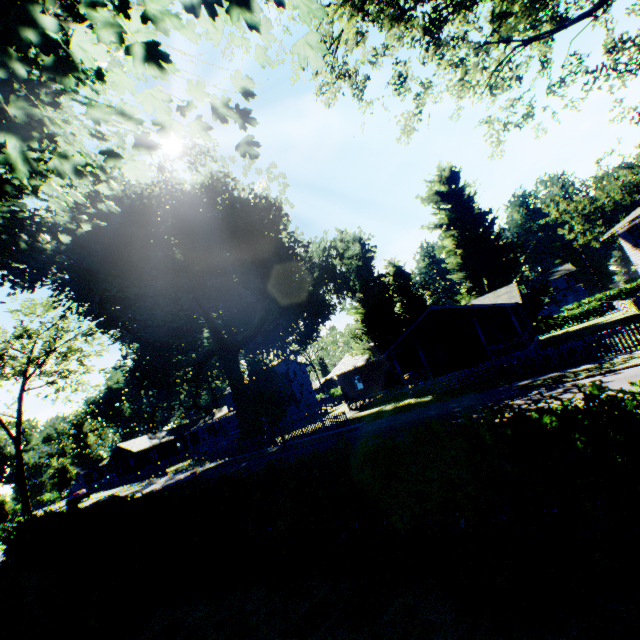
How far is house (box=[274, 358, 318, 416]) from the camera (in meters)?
50.06

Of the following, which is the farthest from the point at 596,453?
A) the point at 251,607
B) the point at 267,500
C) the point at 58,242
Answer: the point at 58,242

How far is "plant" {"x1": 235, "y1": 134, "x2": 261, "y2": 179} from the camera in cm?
519

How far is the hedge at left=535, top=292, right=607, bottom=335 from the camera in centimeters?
4056cm

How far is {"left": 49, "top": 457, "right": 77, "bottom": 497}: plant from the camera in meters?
56.2 m

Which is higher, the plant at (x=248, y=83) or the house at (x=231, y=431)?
the plant at (x=248, y=83)

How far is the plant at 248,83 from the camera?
4.9m

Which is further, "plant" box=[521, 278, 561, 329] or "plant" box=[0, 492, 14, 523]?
"plant" box=[0, 492, 14, 523]
